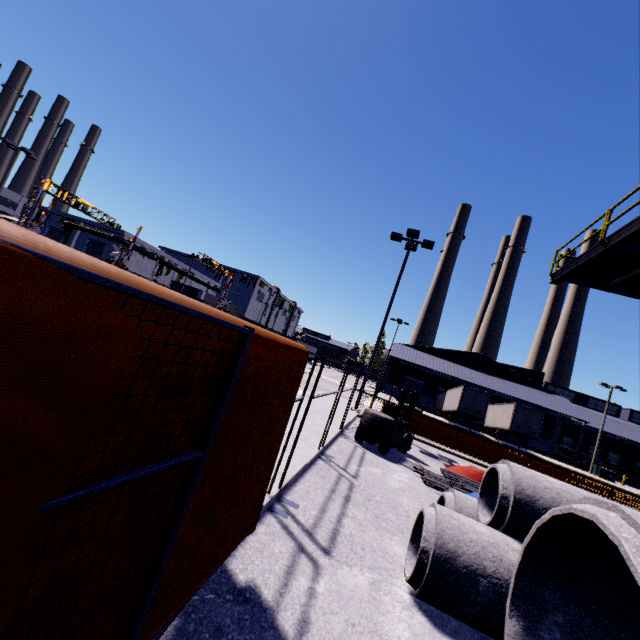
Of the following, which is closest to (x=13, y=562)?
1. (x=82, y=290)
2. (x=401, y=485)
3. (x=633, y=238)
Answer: (x=82, y=290)

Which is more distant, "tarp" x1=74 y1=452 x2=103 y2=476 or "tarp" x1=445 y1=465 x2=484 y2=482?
"tarp" x1=445 y1=465 x2=484 y2=482

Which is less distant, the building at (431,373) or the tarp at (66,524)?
the tarp at (66,524)

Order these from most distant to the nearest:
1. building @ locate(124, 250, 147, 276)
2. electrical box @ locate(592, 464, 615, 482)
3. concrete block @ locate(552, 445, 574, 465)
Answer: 1. building @ locate(124, 250, 147, 276)
2. concrete block @ locate(552, 445, 574, 465)
3. electrical box @ locate(592, 464, 615, 482)

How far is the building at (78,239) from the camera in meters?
54.1 m

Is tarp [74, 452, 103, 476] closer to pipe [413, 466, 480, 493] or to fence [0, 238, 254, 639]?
fence [0, 238, 254, 639]

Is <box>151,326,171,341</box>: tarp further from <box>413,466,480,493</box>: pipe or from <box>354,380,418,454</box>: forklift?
<box>354,380,418,454</box>: forklift

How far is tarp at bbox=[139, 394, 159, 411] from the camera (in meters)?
1.17
